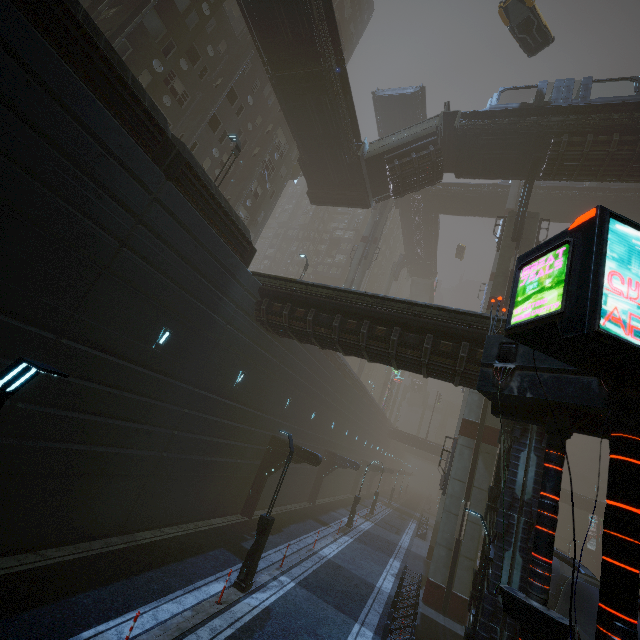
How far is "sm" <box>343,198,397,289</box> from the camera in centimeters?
3984cm

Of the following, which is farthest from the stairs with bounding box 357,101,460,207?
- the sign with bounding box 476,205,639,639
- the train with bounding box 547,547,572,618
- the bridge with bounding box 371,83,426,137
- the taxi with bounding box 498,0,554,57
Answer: the train with bounding box 547,547,572,618

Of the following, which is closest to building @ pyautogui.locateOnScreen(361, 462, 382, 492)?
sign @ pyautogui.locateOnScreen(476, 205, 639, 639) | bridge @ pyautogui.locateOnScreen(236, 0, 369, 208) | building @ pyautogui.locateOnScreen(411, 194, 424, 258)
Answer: sign @ pyautogui.locateOnScreen(476, 205, 639, 639)

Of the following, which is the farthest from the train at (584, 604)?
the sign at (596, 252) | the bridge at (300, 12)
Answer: the bridge at (300, 12)

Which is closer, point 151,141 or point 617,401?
point 617,401

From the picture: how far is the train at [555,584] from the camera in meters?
11.8

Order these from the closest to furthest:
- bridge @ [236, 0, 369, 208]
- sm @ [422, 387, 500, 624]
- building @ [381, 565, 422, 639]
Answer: building @ [381, 565, 422, 639] < sm @ [422, 387, 500, 624] < bridge @ [236, 0, 369, 208]

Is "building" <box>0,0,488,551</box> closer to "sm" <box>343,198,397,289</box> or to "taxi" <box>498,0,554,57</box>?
"sm" <box>343,198,397,289</box>
